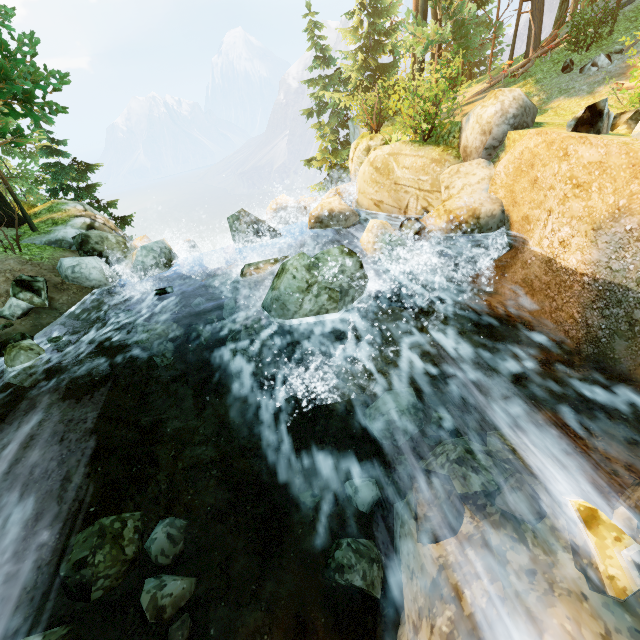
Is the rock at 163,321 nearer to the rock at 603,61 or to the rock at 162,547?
the rock at 162,547

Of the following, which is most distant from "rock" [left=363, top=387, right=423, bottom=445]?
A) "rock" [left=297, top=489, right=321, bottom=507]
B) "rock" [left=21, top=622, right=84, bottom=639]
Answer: "rock" [left=21, top=622, right=84, bottom=639]

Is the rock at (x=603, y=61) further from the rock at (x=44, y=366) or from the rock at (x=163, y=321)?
the rock at (x=44, y=366)

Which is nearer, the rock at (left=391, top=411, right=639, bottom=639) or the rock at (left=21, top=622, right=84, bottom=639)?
the rock at (left=391, top=411, right=639, bottom=639)

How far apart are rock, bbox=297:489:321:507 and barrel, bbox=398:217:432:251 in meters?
6.5 m

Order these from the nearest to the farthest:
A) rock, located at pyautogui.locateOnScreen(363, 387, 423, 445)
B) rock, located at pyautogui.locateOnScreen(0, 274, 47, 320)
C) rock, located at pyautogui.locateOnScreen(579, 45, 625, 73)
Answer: rock, located at pyautogui.locateOnScreen(363, 387, 423, 445) < rock, located at pyautogui.locateOnScreen(0, 274, 47, 320) < rock, located at pyautogui.locateOnScreen(579, 45, 625, 73)

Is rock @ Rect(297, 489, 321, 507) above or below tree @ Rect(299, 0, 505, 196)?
below

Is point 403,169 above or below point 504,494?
above
